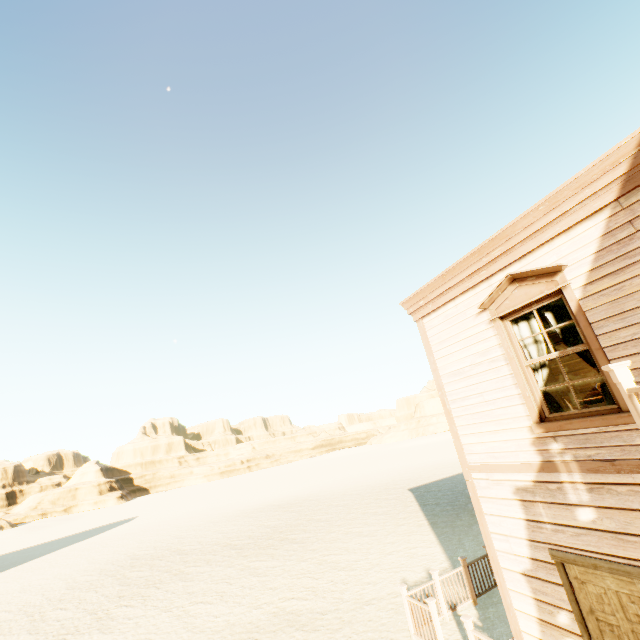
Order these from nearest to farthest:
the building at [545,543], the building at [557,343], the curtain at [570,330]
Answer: the building at [545,543]
the curtain at [570,330]
the building at [557,343]

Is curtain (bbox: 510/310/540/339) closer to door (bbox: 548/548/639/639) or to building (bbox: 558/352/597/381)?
building (bbox: 558/352/597/381)

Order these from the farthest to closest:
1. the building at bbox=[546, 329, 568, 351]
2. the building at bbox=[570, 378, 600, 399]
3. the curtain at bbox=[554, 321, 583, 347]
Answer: the building at bbox=[546, 329, 568, 351] < the building at bbox=[570, 378, 600, 399] < the curtain at bbox=[554, 321, 583, 347]

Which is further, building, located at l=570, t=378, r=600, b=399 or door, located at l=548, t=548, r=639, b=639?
building, located at l=570, t=378, r=600, b=399

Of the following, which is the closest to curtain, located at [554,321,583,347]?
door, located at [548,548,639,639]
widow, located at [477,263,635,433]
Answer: widow, located at [477,263,635,433]

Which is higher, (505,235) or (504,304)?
(505,235)

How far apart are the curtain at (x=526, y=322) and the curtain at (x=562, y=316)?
0.1m

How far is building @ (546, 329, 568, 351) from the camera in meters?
7.2 m
